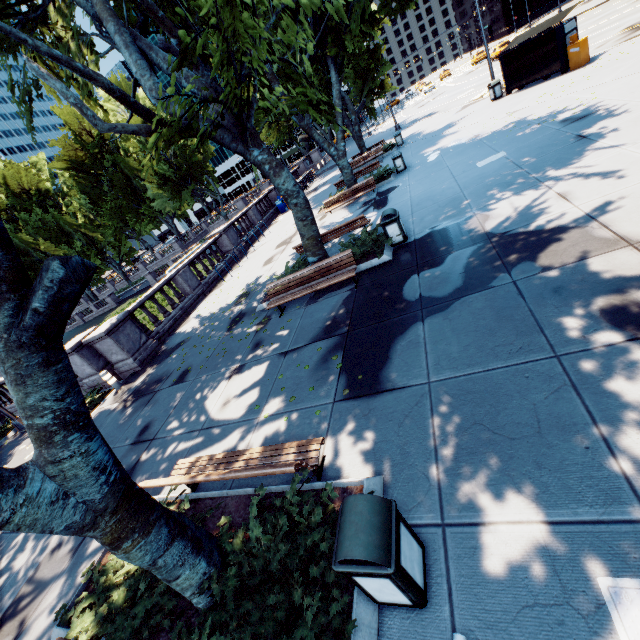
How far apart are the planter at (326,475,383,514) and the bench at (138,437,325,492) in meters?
0.2

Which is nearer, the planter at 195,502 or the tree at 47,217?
the tree at 47,217

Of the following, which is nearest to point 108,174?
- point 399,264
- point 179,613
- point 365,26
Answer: point 365,26

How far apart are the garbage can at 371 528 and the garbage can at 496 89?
24.71m

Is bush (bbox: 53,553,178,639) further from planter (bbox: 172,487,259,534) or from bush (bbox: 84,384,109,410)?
bush (bbox: 84,384,109,410)

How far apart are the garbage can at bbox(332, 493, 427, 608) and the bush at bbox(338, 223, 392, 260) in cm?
723

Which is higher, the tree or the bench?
the tree

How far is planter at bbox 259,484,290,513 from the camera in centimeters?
440cm
